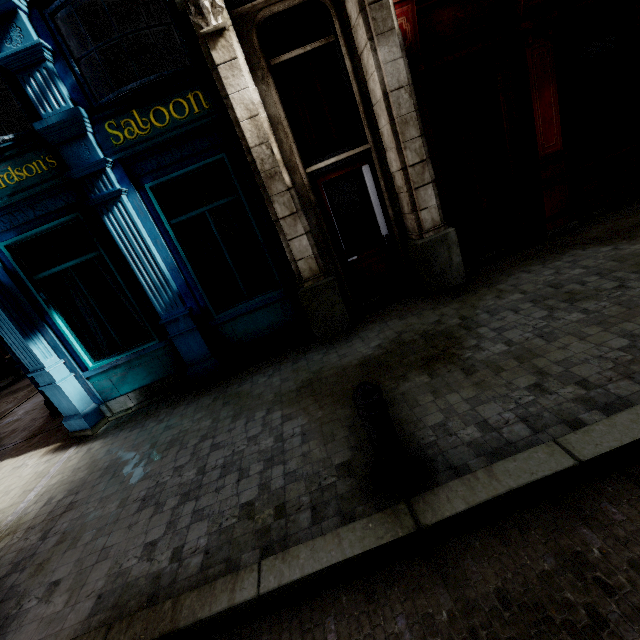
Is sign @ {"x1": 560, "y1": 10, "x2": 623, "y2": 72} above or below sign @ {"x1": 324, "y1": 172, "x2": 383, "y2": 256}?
above

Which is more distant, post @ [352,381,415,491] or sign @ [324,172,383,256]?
sign @ [324,172,383,256]

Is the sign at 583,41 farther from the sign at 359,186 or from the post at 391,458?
the post at 391,458

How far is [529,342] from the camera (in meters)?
3.73

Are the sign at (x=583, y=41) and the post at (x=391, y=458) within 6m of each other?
no

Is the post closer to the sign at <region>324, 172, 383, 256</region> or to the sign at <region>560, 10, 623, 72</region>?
the sign at <region>324, 172, 383, 256</region>

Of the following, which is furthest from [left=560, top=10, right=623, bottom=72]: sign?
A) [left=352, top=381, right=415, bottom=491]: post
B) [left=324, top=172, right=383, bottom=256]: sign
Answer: [left=352, top=381, right=415, bottom=491]: post
